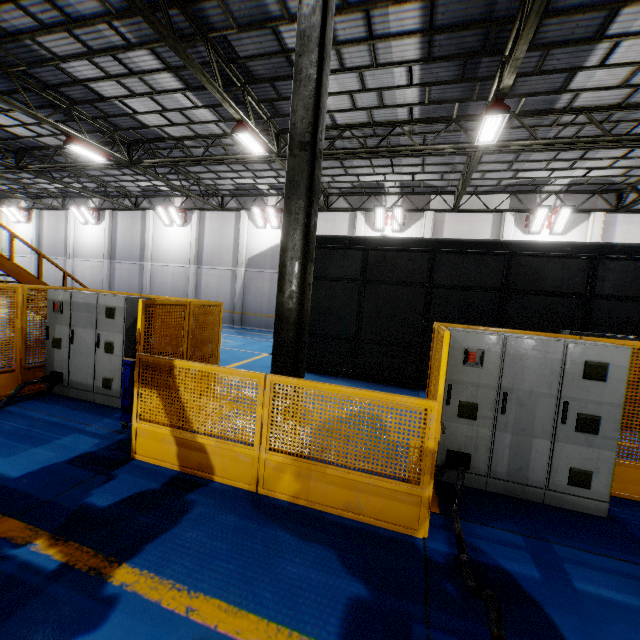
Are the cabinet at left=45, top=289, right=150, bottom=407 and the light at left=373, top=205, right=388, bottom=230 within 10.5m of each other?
no

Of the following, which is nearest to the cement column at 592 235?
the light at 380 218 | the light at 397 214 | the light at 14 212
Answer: the light at 397 214

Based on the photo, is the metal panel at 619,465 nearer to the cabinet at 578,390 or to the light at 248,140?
the cabinet at 578,390

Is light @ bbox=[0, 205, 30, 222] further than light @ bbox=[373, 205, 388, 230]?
Yes

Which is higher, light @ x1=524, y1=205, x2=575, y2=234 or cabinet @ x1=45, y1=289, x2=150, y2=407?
light @ x1=524, y1=205, x2=575, y2=234

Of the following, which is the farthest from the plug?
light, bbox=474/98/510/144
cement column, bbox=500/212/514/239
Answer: cement column, bbox=500/212/514/239

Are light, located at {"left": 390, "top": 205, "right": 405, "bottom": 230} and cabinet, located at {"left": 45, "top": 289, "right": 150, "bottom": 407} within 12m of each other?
no

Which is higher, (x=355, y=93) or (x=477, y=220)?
(x=355, y=93)
